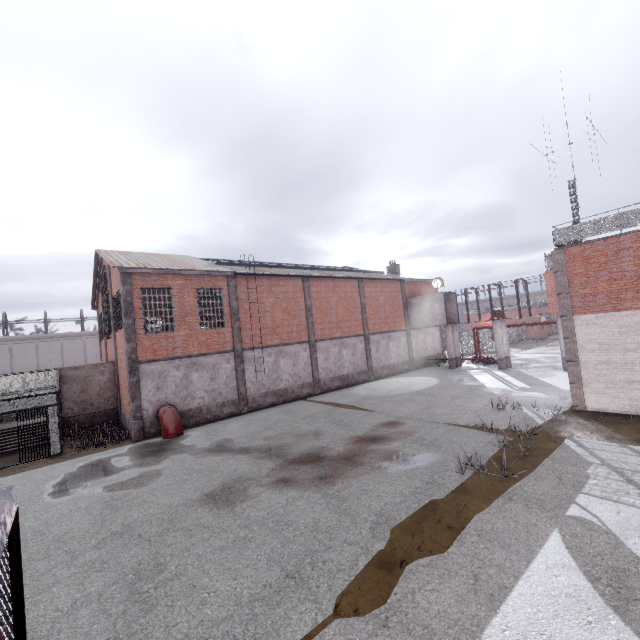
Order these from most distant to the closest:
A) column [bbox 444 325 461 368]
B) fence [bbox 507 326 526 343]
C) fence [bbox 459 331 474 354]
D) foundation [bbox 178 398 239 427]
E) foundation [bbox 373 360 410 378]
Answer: fence [bbox 507 326 526 343], fence [bbox 459 331 474 354], column [bbox 444 325 461 368], foundation [bbox 373 360 410 378], foundation [bbox 178 398 239 427]

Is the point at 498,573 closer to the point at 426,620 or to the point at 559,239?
the point at 426,620

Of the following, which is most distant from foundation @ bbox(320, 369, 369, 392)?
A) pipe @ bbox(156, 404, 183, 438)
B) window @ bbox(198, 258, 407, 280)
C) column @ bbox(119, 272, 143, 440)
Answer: column @ bbox(119, 272, 143, 440)

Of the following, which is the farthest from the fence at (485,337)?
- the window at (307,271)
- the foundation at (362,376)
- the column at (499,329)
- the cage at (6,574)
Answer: the foundation at (362,376)

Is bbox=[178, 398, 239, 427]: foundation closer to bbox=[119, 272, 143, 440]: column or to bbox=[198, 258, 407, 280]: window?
bbox=[119, 272, 143, 440]: column

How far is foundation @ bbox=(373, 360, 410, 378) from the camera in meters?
28.5

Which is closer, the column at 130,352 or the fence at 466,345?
the column at 130,352

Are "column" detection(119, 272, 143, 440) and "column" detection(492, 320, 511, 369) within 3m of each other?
no
